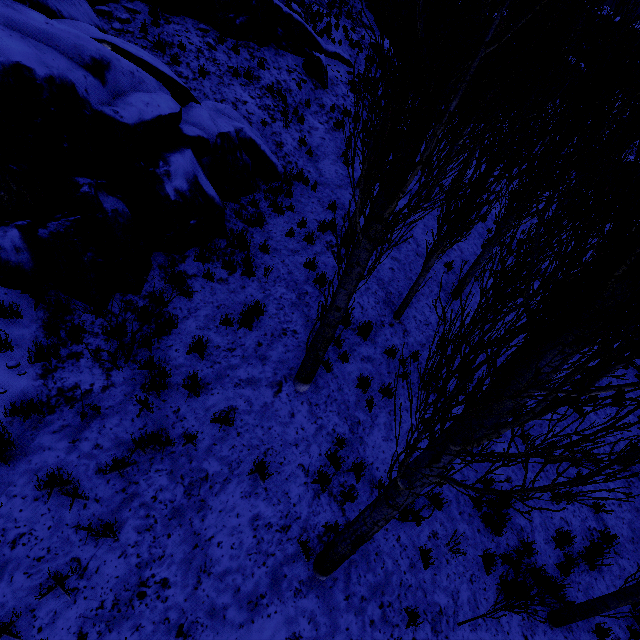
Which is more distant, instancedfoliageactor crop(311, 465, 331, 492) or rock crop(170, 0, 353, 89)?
rock crop(170, 0, 353, 89)

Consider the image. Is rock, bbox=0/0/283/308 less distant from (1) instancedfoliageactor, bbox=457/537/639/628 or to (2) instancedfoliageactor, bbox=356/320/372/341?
(1) instancedfoliageactor, bbox=457/537/639/628

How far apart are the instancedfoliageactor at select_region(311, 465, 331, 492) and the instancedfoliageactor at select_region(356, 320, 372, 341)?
3.26m

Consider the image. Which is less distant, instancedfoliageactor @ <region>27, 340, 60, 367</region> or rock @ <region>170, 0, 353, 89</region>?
instancedfoliageactor @ <region>27, 340, 60, 367</region>

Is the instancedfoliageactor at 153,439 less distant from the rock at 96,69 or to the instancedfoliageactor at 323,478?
the rock at 96,69

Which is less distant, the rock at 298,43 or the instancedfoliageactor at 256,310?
the instancedfoliageactor at 256,310

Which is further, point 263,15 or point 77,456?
point 263,15

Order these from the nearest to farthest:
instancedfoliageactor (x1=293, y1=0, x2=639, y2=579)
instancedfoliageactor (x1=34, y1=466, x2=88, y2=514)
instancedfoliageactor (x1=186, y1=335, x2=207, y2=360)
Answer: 1. instancedfoliageactor (x1=293, y1=0, x2=639, y2=579)
2. instancedfoliageactor (x1=34, y1=466, x2=88, y2=514)
3. instancedfoliageactor (x1=186, y1=335, x2=207, y2=360)
